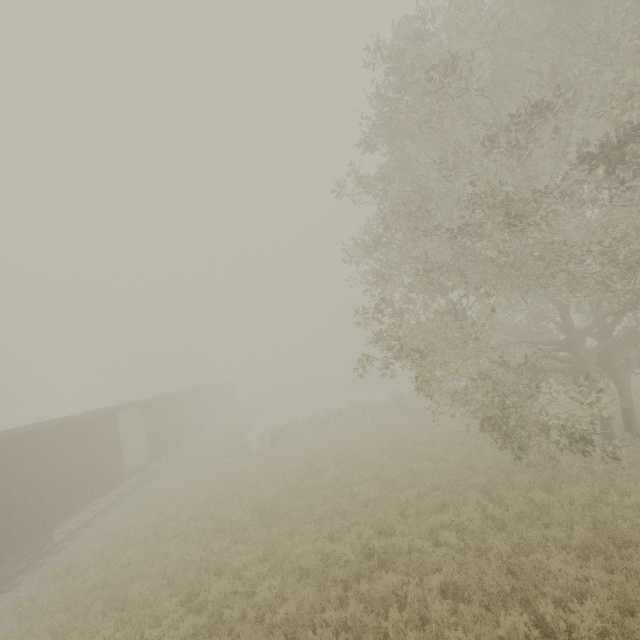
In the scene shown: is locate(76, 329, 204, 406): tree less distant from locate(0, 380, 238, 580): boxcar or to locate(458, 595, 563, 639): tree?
locate(0, 380, 238, 580): boxcar

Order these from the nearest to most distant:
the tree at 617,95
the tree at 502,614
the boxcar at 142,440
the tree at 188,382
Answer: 1. the tree at 502,614
2. the tree at 617,95
3. the boxcar at 142,440
4. the tree at 188,382

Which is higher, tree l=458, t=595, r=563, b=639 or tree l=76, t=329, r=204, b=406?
tree l=76, t=329, r=204, b=406

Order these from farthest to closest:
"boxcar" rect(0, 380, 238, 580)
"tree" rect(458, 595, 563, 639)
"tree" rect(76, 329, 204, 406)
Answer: "tree" rect(76, 329, 204, 406), "boxcar" rect(0, 380, 238, 580), "tree" rect(458, 595, 563, 639)

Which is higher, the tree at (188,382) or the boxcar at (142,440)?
the tree at (188,382)

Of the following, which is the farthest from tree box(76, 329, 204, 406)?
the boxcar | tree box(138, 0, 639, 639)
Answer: tree box(138, 0, 639, 639)

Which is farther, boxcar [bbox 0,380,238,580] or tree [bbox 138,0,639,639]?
boxcar [bbox 0,380,238,580]

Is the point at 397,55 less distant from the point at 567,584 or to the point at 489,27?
the point at 489,27
